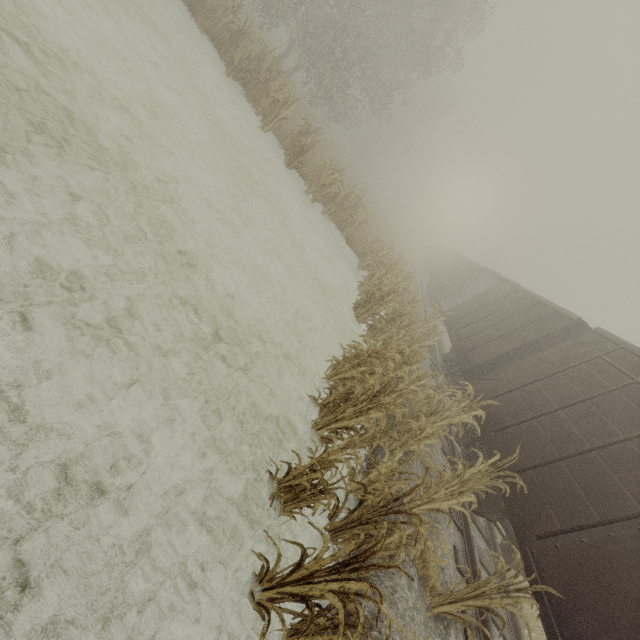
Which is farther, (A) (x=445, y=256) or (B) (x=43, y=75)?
(A) (x=445, y=256)

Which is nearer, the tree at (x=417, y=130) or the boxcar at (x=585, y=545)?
the tree at (x=417, y=130)

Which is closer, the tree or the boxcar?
the tree
